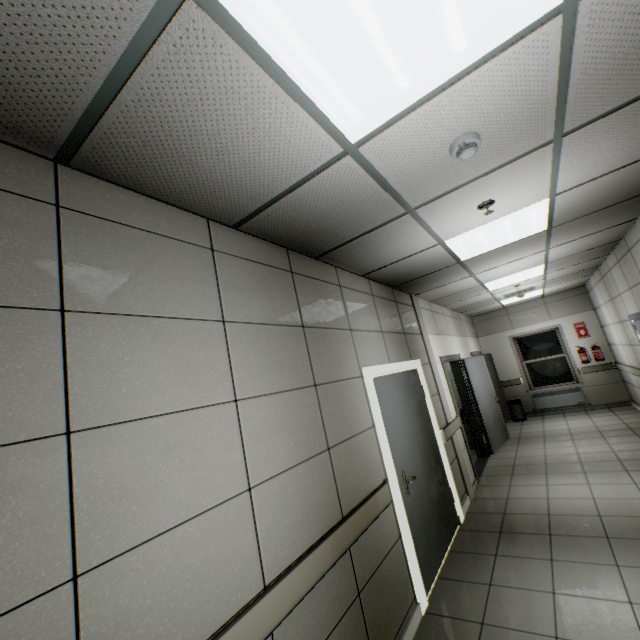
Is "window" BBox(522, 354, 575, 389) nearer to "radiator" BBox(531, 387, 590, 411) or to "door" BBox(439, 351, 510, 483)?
"radiator" BBox(531, 387, 590, 411)

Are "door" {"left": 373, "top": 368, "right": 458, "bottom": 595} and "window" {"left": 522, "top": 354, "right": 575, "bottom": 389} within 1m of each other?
no

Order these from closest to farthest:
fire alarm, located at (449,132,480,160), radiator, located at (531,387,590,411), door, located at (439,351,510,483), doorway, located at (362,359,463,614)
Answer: fire alarm, located at (449,132,480,160), doorway, located at (362,359,463,614), door, located at (439,351,510,483), radiator, located at (531,387,590,411)

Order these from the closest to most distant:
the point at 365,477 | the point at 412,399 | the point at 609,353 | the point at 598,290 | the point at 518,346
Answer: the point at 365,477
the point at 412,399
the point at 598,290
the point at 609,353
the point at 518,346

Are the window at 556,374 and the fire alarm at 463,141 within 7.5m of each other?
no

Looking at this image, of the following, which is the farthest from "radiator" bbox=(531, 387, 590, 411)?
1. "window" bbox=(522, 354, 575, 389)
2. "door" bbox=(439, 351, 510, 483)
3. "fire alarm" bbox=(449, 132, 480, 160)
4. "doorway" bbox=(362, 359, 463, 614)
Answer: "fire alarm" bbox=(449, 132, 480, 160)

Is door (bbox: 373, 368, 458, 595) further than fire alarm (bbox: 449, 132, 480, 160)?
Yes

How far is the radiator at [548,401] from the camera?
8.78m
